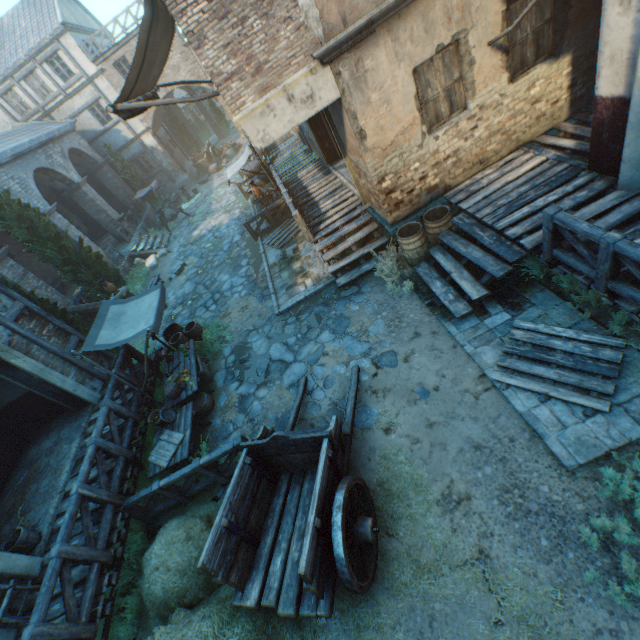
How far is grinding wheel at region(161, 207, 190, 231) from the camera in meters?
21.3 m

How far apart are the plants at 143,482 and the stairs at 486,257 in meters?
7.6

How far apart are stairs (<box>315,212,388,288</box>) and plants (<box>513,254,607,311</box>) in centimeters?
365cm

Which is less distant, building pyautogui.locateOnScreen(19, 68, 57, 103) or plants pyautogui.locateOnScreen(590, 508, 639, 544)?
plants pyautogui.locateOnScreen(590, 508, 639, 544)

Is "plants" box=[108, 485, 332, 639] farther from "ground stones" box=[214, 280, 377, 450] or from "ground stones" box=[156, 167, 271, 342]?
"ground stones" box=[156, 167, 271, 342]

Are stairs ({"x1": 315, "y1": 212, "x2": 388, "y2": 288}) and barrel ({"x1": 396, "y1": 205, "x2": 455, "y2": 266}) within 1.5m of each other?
yes

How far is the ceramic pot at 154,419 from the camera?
7.6m

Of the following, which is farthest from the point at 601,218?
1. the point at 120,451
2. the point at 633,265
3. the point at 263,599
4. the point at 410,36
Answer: the point at 120,451
